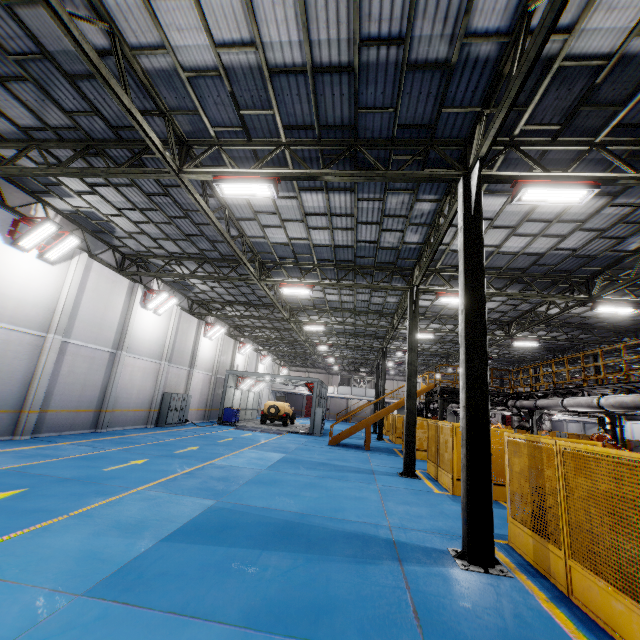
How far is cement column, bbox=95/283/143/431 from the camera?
16.3 meters

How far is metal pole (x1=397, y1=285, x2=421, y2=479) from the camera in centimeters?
1293cm

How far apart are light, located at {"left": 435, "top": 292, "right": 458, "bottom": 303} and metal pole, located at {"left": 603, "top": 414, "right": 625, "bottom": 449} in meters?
8.9

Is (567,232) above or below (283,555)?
above

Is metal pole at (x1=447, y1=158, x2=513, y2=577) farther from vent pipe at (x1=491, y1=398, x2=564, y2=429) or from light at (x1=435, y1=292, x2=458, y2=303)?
light at (x1=435, y1=292, x2=458, y2=303)

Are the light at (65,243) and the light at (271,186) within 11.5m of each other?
yes

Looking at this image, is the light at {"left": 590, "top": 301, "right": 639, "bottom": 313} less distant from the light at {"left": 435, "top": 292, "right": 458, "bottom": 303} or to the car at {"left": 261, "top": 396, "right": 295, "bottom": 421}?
the light at {"left": 435, "top": 292, "right": 458, "bottom": 303}

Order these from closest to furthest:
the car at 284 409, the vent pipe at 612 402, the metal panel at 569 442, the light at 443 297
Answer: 1. the metal panel at 569 442
2. the vent pipe at 612 402
3. the light at 443 297
4. the car at 284 409
